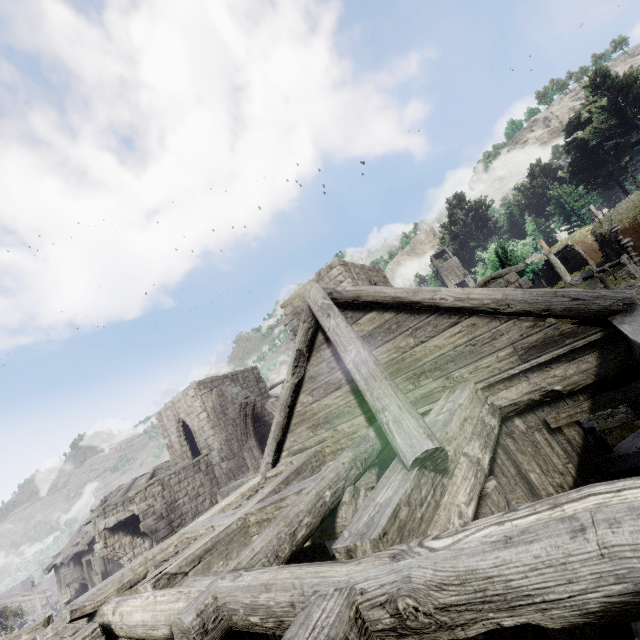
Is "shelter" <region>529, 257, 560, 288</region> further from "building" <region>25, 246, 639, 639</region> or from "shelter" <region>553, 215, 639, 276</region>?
"building" <region>25, 246, 639, 639</region>

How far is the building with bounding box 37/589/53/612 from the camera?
42.3m

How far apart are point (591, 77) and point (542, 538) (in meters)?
48.49

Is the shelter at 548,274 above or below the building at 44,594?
above

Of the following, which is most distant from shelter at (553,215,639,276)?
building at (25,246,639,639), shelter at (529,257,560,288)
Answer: building at (25,246,639,639)

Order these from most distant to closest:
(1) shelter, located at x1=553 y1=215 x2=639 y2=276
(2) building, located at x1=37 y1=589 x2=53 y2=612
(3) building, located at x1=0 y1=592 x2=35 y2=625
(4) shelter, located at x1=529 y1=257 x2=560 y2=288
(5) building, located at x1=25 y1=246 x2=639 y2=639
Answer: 1. (2) building, located at x1=37 y1=589 x2=53 y2=612
2. (3) building, located at x1=0 y1=592 x2=35 y2=625
3. (4) shelter, located at x1=529 y1=257 x2=560 y2=288
4. (1) shelter, located at x1=553 y1=215 x2=639 y2=276
5. (5) building, located at x1=25 y1=246 x2=639 y2=639

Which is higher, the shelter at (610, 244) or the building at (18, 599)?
the shelter at (610, 244)
